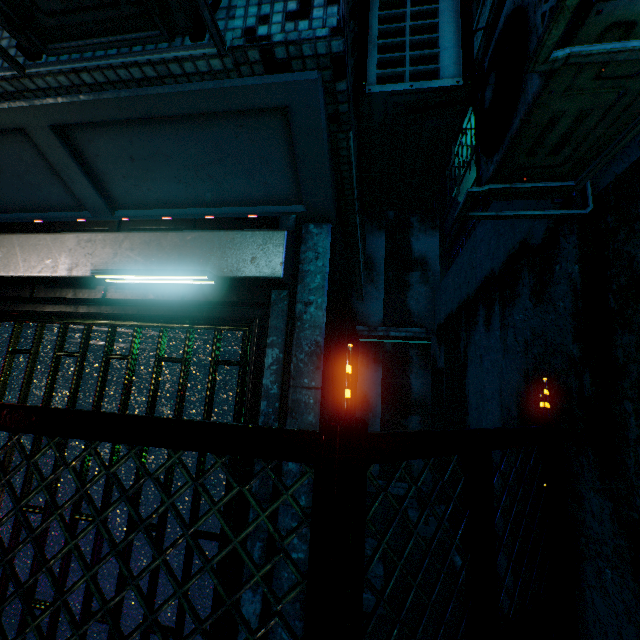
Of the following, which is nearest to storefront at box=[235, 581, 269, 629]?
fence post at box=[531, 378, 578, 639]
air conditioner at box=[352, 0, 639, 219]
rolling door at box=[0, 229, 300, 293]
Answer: rolling door at box=[0, 229, 300, 293]

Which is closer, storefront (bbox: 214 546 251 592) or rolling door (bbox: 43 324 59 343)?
storefront (bbox: 214 546 251 592)

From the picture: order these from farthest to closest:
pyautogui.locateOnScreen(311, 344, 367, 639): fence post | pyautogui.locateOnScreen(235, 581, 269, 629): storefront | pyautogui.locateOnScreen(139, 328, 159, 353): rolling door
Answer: pyautogui.locateOnScreen(139, 328, 159, 353): rolling door, pyautogui.locateOnScreen(235, 581, 269, 629): storefront, pyautogui.locateOnScreen(311, 344, 367, 639): fence post

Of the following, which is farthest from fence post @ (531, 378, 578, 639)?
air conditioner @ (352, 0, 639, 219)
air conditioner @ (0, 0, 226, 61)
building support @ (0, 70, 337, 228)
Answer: air conditioner @ (0, 0, 226, 61)

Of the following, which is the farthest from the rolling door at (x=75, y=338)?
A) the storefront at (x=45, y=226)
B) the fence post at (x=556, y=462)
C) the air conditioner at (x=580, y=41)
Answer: the fence post at (x=556, y=462)

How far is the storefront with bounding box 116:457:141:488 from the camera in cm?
192

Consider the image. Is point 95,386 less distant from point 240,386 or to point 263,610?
point 240,386
